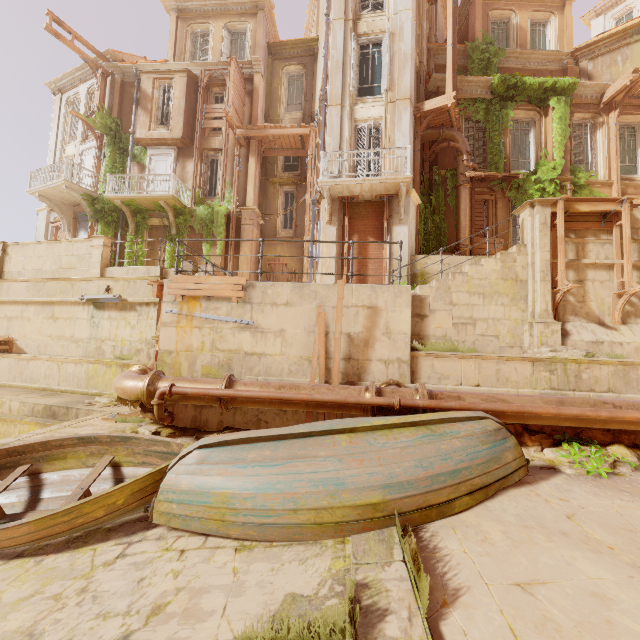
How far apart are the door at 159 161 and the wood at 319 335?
14.7 meters

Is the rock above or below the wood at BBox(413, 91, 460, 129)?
below

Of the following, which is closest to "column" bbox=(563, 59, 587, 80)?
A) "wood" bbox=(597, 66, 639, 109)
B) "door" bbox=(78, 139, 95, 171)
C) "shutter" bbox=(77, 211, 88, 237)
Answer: "wood" bbox=(597, 66, 639, 109)

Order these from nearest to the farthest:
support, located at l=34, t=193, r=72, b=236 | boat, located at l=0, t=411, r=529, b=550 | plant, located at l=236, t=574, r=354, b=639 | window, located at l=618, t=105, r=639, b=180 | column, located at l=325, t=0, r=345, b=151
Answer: plant, located at l=236, t=574, r=354, b=639, boat, located at l=0, t=411, r=529, b=550, column, located at l=325, t=0, r=345, b=151, window, located at l=618, t=105, r=639, b=180, support, located at l=34, t=193, r=72, b=236

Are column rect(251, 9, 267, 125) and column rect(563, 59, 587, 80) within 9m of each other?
no

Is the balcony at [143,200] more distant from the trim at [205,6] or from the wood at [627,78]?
the wood at [627,78]

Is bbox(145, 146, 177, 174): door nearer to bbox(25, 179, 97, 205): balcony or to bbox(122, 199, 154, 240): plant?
bbox(122, 199, 154, 240): plant

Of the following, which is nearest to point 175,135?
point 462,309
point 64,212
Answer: point 64,212
